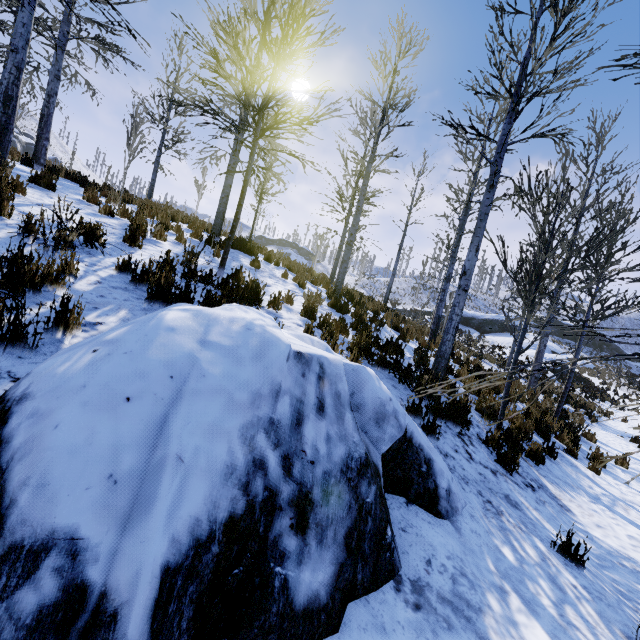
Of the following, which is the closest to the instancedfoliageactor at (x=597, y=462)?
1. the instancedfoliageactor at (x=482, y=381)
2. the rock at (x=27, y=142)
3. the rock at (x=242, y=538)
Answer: the rock at (x=242, y=538)

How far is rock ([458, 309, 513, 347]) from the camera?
32.5 meters

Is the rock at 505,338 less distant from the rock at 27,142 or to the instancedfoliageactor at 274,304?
the instancedfoliageactor at 274,304

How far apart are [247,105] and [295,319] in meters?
8.2 m

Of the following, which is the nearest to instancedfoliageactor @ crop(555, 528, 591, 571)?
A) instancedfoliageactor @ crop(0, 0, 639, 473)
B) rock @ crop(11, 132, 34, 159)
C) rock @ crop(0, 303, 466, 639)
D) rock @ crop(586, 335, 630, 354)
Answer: rock @ crop(0, 303, 466, 639)

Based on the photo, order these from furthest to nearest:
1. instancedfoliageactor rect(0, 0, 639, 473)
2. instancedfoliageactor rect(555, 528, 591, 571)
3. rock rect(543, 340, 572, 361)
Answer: rock rect(543, 340, 572, 361)
instancedfoliageactor rect(0, 0, 639, 473)
instancedfoliageactor rect(555, 528, 591, 571)

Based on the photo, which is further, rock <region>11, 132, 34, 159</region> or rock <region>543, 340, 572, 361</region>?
rock <region>11, 132, 34, 159</region>

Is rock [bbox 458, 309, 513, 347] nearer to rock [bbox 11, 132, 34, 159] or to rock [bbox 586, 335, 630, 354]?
rock [bbox 586, 335, 630, 354]
